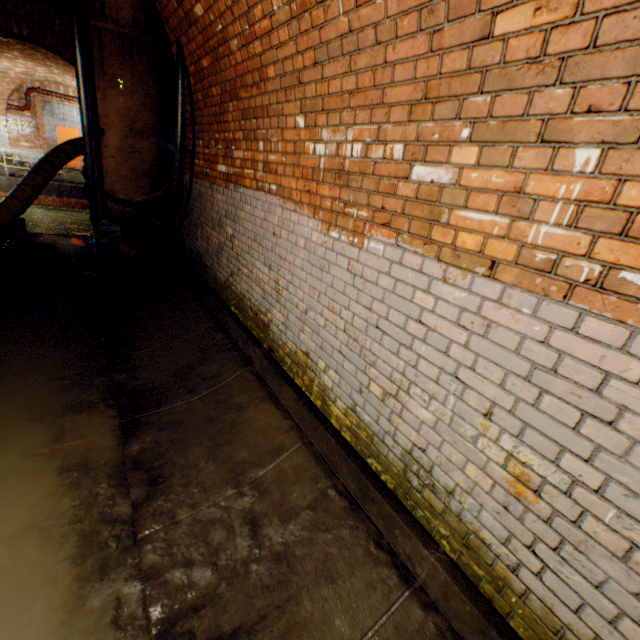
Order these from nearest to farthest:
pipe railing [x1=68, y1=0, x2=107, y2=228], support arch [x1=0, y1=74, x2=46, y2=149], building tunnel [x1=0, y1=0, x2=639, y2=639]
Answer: building tunnel [x1=0, y1=0, x2=639, y2=639]
pipe railing [x1=68, y1=0, x2=107, y2=228]
support arch [x1=0, y1=74, x2=46, y2=149]

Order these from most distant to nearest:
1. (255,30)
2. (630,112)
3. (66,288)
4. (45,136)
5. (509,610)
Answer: (45,136) < (66,288) < (255,30) < (509,610) < (630,112)

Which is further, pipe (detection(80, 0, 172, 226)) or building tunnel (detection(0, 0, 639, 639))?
pipe (detection(80, 0, 172, 226))

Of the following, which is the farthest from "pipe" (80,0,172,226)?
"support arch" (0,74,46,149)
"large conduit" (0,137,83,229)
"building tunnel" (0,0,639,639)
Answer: "support arch" (0,74,46,149)

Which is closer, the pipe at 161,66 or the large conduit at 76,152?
the pipe at 161,66

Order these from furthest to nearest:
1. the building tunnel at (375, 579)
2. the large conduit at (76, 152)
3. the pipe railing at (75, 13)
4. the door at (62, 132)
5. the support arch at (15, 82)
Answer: the door at (62, 132) → the support arch at (15, 82) → the large conduit at (76, 152) → the pipe railing at (75, 13) → the building tunnel at (375, 579)

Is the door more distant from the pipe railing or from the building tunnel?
the building tunnel

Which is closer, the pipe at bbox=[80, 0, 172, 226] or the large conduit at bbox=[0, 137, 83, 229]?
the pipe at bbox=[80, 0, 172, 226]
